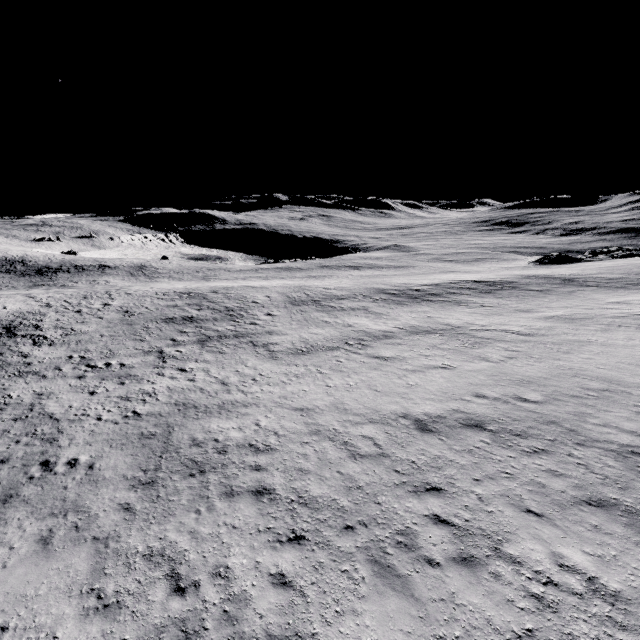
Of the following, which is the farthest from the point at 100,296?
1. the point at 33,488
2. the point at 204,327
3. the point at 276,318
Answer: the point at 33,488
